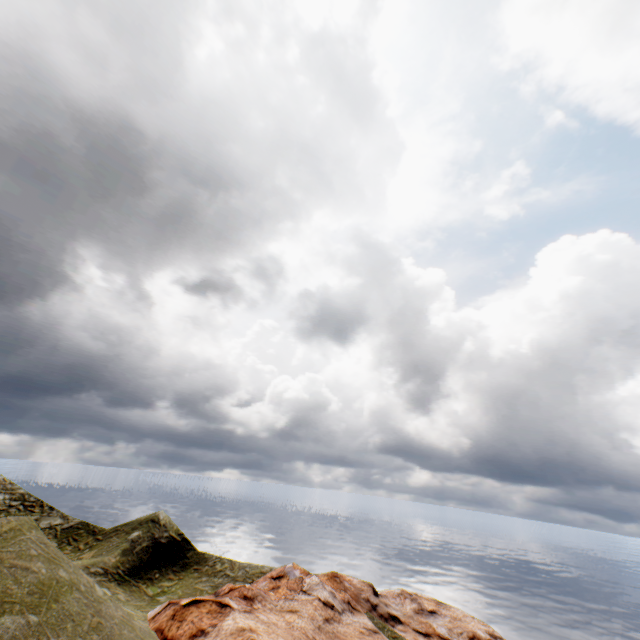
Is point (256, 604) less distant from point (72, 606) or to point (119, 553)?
point (72, 606)
